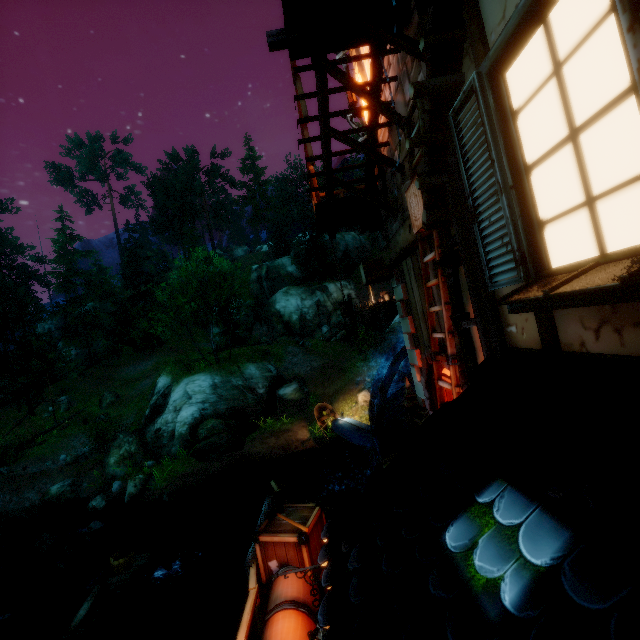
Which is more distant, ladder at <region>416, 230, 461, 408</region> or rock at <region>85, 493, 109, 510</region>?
rock at <region>85, 493, 109, 510</region>

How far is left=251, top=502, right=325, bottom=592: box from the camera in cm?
442

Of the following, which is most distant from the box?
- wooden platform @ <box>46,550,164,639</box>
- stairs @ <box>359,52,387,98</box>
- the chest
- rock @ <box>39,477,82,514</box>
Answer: rock @ <box>39,477,82,514</box>

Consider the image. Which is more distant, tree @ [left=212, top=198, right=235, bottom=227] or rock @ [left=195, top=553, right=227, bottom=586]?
tree @ [left=212, top=198, right=235, bottom=227]

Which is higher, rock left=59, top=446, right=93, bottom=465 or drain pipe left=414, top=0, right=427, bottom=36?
drain pipe left=414, top=0, right=427, bottom=36

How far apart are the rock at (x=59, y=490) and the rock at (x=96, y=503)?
2.4m

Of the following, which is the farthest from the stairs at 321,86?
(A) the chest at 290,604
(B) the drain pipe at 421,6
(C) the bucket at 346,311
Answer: (A) the chest at 290,604

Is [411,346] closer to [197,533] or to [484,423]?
[484,423]
